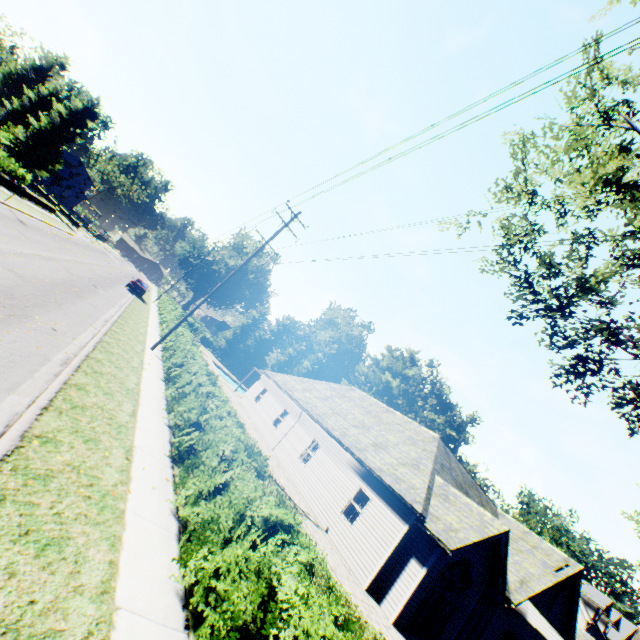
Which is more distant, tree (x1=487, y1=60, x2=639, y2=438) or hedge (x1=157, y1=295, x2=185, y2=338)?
hedge (x1=157, y1=295, x2=185, y2=338)

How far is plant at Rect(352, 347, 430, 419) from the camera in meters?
53.0 m

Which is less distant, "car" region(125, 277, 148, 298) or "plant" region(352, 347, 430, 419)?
"car" region(125, 277, 148, 298)

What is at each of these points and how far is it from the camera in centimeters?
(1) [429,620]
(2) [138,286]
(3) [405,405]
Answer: (1) curtain, 1272cm
(2) car, 3425cm
(3) plant, 5409cm

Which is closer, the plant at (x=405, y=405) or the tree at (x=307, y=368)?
the plant at (x=405, y=405)

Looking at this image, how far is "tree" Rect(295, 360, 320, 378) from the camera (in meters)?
58.67

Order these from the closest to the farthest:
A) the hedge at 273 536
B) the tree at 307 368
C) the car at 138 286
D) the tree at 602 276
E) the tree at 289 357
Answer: the hedge at 273 536 < the tree at 602 276 < the car at 138 286 < the tree at 289 357 < the tree at 307 368
